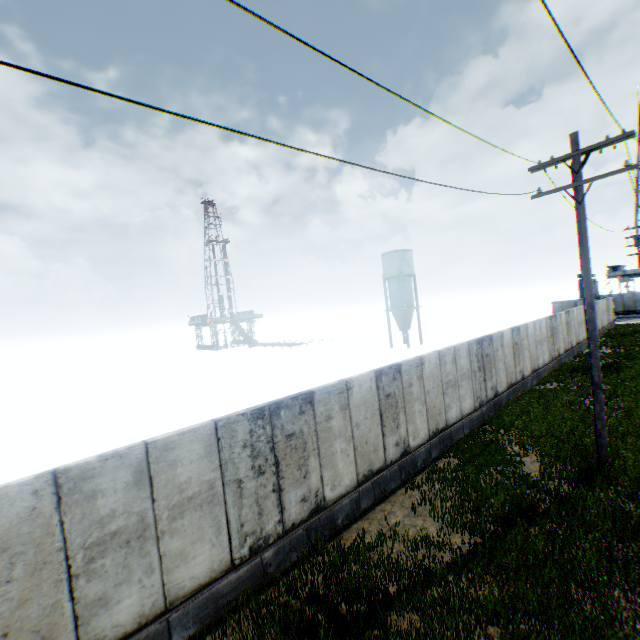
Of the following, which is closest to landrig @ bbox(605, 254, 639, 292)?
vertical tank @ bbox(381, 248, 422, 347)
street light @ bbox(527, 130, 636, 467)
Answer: vertical tank @ bbox(381, 248, 422, 347)

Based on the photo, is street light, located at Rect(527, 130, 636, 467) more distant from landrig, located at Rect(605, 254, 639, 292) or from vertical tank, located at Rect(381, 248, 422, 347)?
landrig, located at Rect(605, 254, 639, 292)

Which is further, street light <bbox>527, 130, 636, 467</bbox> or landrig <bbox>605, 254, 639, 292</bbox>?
landrig <bbox>605, 254, 639, 292</bbox>

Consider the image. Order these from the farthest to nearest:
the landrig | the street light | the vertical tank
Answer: the landrig → the vertical tank → the street light

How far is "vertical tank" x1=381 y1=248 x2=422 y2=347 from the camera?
41.4 meters

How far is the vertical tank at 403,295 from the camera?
41.4 meters

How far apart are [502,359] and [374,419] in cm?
981

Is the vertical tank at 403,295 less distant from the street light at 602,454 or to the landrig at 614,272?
the street light at 602,454
